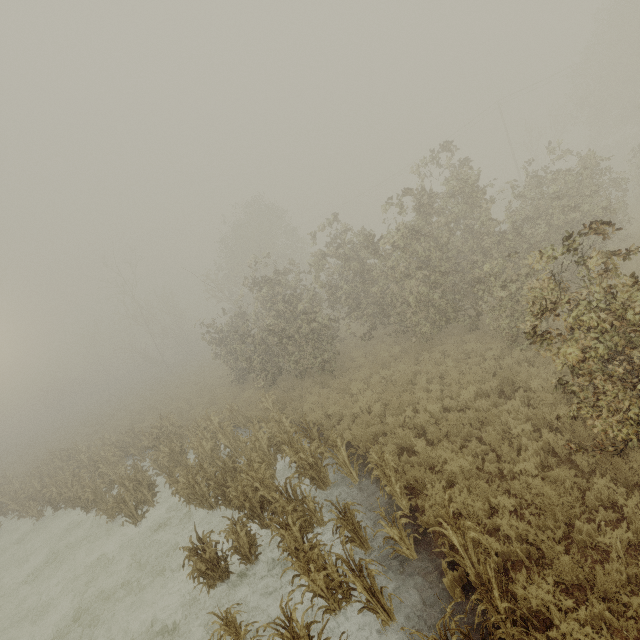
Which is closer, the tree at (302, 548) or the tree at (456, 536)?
the tree at (456, 536)

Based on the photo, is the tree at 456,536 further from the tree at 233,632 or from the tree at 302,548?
the tree at 302,548

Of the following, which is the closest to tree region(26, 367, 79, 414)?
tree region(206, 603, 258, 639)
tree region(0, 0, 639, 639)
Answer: tree region(0, 0, 639, 639)

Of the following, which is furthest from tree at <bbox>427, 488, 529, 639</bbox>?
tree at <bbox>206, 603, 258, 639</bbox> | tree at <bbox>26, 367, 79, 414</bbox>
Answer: tree at <bbox>26, 367, 79, 414</bbox>

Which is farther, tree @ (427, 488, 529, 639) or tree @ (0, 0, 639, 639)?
tree @ (0, 0, 639, 639)

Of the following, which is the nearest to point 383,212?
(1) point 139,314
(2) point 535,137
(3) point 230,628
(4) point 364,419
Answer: (4) point 364,419

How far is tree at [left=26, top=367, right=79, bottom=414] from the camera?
51.47m
